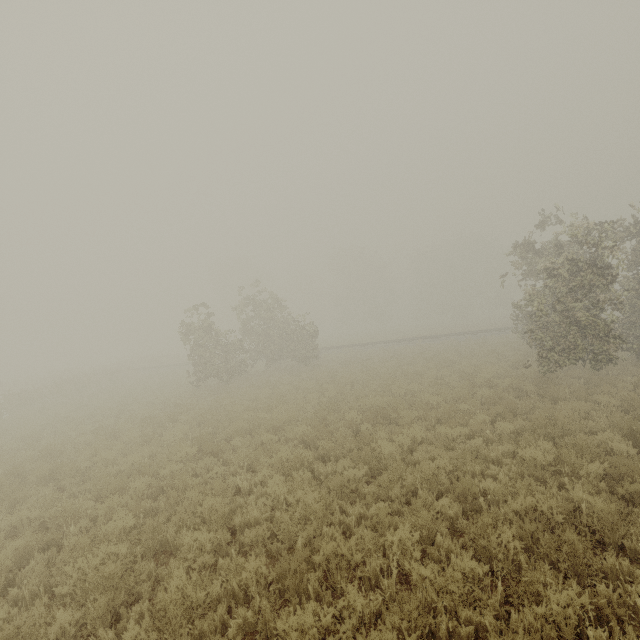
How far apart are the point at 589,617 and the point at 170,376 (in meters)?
31.25
